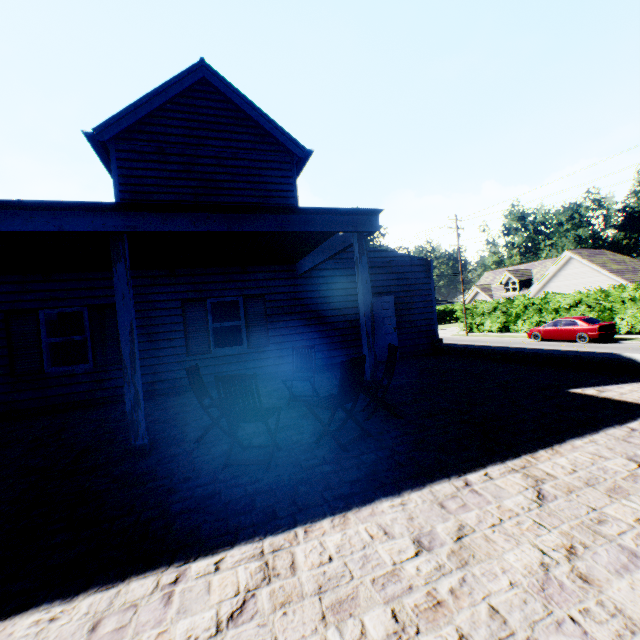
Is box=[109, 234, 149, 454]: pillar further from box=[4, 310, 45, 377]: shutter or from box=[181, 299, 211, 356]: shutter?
box=[4, 310, 45, 377]: shutter

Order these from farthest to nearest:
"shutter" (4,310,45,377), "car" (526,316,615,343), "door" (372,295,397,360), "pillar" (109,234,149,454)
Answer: "car" (526,316,615,343)
"door" (372,295,397,360)
"shutter" (4,310,45,377)
"pillar" (109,234,149,454)

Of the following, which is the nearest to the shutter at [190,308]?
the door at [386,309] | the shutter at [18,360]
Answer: the shutter at [18,360]

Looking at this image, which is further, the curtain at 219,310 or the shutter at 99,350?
the curtain at 219,310

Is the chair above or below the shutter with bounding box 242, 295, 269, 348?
below

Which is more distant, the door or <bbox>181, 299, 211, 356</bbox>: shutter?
the door

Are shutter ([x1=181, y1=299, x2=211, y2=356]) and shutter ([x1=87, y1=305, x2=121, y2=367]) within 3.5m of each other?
yes

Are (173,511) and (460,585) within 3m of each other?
yes
